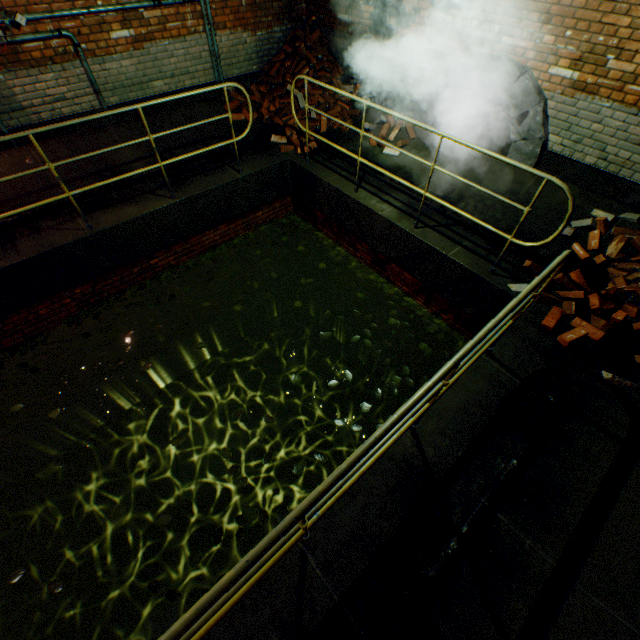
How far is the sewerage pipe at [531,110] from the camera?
4.5m

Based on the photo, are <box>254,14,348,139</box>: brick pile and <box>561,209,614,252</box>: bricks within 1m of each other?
no

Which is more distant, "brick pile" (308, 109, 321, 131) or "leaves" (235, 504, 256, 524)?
"brick pile" (308, 109, 321, 131)

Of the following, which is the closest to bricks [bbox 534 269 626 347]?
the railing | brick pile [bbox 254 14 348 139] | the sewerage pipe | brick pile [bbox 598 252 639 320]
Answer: brick pile [bbox 598 252 639 320]

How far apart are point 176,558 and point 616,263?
8.82m

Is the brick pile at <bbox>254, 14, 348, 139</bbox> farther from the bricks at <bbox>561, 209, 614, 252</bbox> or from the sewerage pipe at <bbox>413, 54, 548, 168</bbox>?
the bricks at <bbox>561, 209, 614, 252</bbox>

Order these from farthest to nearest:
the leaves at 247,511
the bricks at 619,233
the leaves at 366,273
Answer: the leaves at 366,273 < the bricks at 619,233 < the leaves at 247,511

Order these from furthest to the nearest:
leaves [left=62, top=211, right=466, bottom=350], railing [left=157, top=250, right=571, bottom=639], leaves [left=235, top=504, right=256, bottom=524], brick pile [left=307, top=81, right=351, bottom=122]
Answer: brick pile [left=307, top=81, right=351, bottom=122], leaves [left=62, top=211, right=466, bottom=350], leaves [left=235, top=504, right=256, bottom=524], railing [left=157, top=250, right=571, bottom=639]
